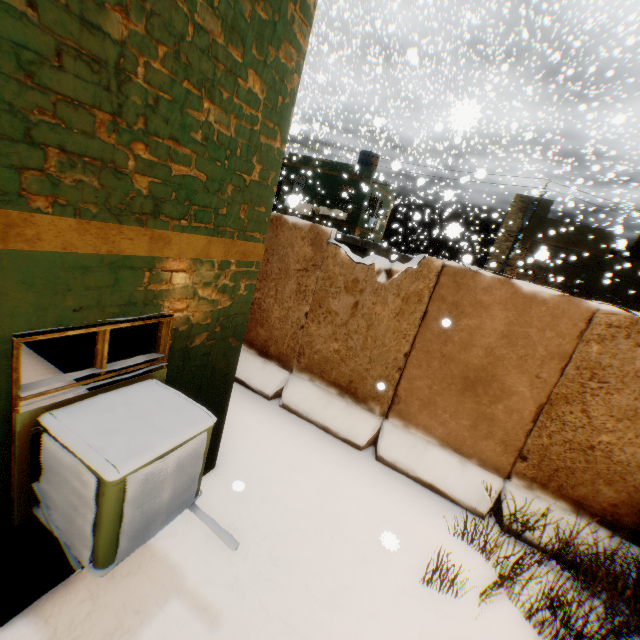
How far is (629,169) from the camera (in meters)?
31.23

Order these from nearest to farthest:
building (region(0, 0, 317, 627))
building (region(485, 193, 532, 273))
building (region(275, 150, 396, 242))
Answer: building (region(0, 0, 317, 627)), building (region(485, 193, 532, 273)), building (region(275, 150, 396, 242))

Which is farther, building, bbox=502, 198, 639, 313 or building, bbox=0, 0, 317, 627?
building, bbox=502, 198, 639, 313

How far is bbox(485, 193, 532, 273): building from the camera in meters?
20.2 m

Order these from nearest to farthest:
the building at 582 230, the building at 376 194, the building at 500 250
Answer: the building at 582 230, the building at 500 250, the building at 376 194

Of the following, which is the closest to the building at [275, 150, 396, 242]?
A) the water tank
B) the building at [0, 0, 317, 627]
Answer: the building at [0, 0, 317, 627]

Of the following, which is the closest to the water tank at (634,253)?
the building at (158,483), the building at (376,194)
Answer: the building at (158,483)
